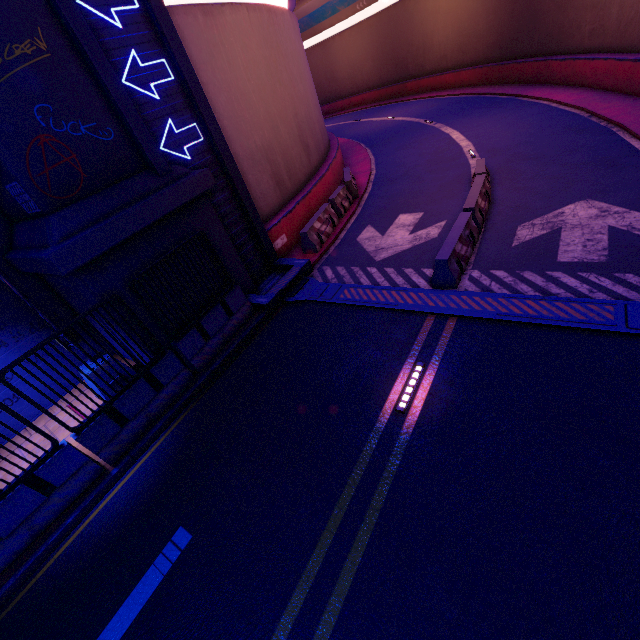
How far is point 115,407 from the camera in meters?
6.9

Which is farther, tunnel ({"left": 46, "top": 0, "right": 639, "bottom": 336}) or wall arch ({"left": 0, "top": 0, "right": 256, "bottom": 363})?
tunnel ({"left": 46, "top": 0, "right": 639, "bottom": 336})

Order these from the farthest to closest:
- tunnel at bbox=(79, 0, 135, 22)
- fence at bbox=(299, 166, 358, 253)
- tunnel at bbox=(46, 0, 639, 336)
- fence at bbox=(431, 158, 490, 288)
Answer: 1. fence at bbox=(299, 166, 358, 253)
2. fence at bbox=(431, 158, 490, 288)
3. tunnel at bbox=(46, 0, 639, 336)
4. tunnel at bbox=(79, 0, 135, 22)

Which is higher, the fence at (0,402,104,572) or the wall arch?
the wall arch

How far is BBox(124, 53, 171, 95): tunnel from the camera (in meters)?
7.48

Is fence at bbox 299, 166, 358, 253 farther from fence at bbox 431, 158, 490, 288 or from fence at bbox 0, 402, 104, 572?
fence at bbox 431, 158, 490, 288

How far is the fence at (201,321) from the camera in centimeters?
751cm

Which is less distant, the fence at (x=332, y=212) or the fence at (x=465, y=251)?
the fence at (x=465, y=251)
